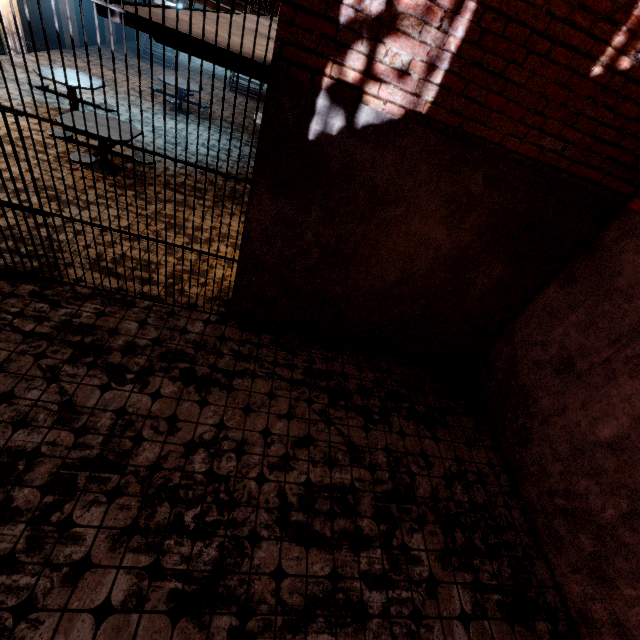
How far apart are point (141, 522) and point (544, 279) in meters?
5.2
